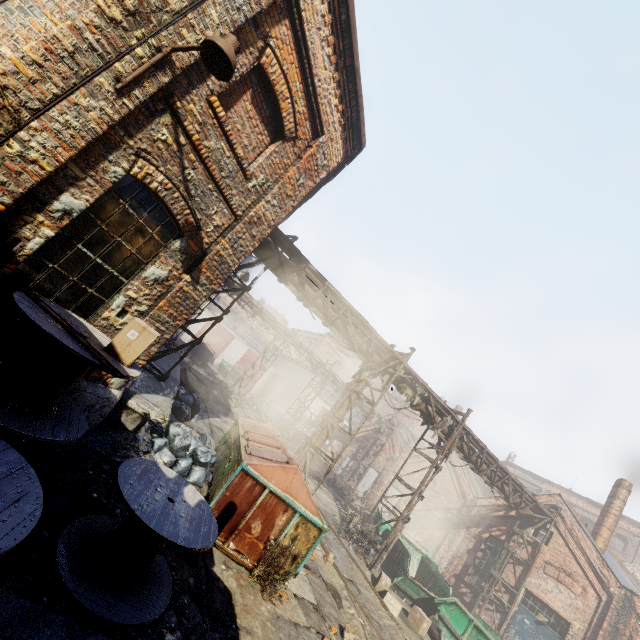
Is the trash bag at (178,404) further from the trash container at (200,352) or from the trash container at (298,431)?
the trash container at (200,352)

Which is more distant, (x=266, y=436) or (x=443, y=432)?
(x=443, y=432)

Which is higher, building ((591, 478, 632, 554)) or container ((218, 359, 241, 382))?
building ((591, 478, 632, 554))

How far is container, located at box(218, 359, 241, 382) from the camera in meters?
A: 35.9

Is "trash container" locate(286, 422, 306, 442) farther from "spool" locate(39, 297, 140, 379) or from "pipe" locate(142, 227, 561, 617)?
"spool" locate(39, 297, 140, 379)

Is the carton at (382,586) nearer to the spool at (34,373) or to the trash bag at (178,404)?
the trash bag at (178,404)

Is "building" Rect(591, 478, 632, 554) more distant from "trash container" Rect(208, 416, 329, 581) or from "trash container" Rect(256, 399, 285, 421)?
"trash container" Rect(256, 399, 285, 421)

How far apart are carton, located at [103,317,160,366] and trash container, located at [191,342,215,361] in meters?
31.1 m
